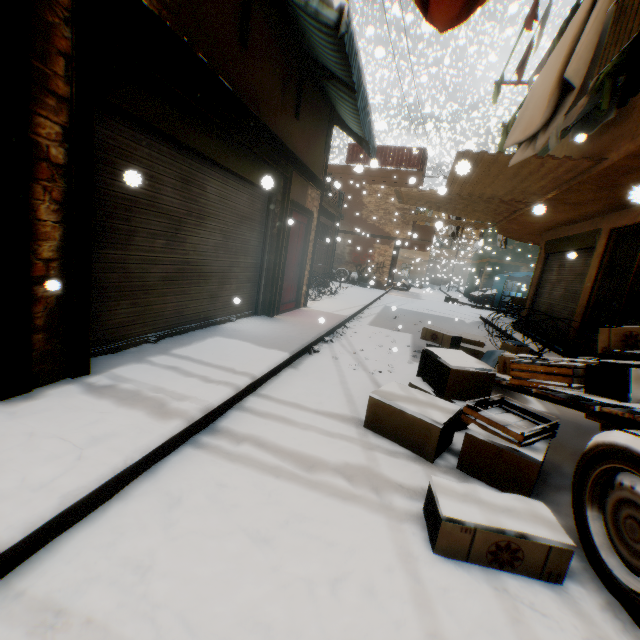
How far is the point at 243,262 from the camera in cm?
593

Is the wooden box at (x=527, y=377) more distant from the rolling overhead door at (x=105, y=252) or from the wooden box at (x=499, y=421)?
the rolling overhead door at (x=105, y=252)

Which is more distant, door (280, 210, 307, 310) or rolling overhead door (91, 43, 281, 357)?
door (280, 210, 307, 310)

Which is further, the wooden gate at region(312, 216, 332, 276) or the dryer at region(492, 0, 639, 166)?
the wooden gate at region(312, 216, 332, 276)

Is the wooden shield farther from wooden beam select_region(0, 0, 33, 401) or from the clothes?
the clothes

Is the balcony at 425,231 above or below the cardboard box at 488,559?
above

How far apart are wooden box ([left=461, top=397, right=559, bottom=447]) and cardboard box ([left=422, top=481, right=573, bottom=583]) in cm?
52

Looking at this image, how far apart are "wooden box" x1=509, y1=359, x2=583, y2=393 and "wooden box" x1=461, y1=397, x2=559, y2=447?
0.19m
